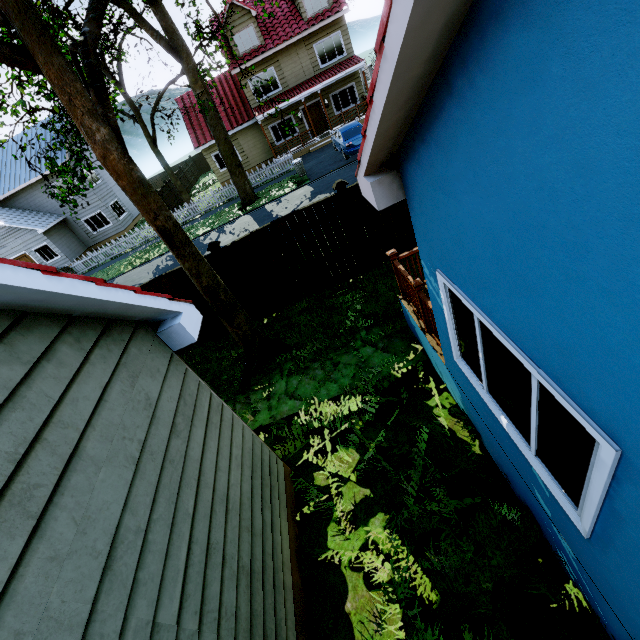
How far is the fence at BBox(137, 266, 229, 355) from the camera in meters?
8.1

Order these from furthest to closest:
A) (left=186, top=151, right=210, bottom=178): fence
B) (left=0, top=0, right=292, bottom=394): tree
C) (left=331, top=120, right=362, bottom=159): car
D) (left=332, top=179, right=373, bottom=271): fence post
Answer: (left=186, top=151, right=210, bottom=178): fence < (left=331, top=120, right=362, bottom=159): car < (left=332, top=179, right=373, bottom=271): fence post < (left=0, top=0, right=292, bottom=394): tree

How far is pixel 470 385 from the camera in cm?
391

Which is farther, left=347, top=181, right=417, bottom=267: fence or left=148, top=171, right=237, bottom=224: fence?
left=148, top=171, right=237, bottom=224: fence

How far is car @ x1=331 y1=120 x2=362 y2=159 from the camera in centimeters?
1766cm

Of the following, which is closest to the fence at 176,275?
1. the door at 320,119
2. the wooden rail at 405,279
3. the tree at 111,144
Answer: the tree at 111,144

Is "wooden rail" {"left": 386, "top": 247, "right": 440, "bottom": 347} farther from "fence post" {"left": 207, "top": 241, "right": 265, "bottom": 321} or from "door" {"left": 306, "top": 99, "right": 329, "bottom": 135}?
"door" {"left": 306, "top": 99, "right": 329, "bottom": 135}

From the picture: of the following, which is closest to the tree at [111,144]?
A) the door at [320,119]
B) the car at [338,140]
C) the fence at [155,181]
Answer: the fence at [155,181]
